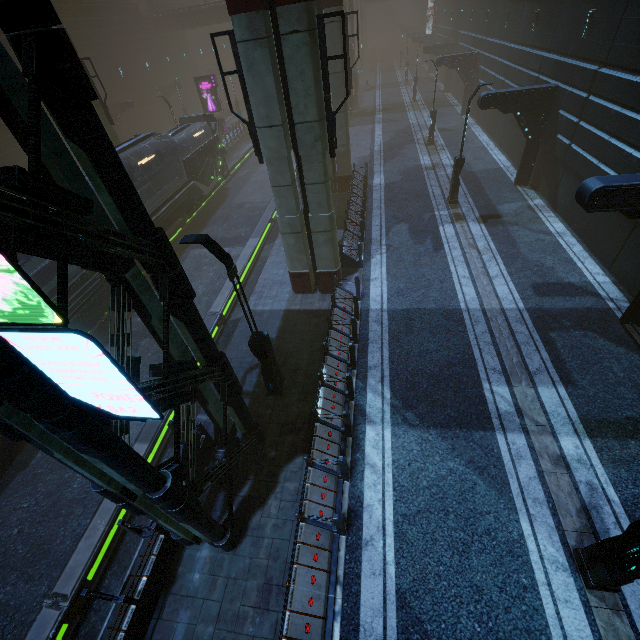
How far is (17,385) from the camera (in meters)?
3.02

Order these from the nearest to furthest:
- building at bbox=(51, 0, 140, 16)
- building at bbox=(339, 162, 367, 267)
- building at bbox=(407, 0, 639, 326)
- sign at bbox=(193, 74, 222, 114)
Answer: building at bbox=(407, 0, 639, 326)
building at bbox=(339, 162, 367, 267)
building at bbox=(51, 0, 140, 16)
sign at bbox=(193, 74, 222, 114)

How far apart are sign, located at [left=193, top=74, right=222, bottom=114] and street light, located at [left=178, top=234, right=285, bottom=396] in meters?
35.2 m

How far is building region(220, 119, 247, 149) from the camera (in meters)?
34.03

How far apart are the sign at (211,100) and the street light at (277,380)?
35.2 meters

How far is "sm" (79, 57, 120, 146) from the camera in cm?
1895

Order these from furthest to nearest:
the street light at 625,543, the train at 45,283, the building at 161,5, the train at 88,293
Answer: the building at 161,5 < the train at 88,293 < the train at 45,283 < the street light at 625,543

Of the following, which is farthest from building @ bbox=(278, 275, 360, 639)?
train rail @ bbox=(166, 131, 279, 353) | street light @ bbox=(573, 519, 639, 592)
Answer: street light @ bbox=(573, 519, 639, 592)
